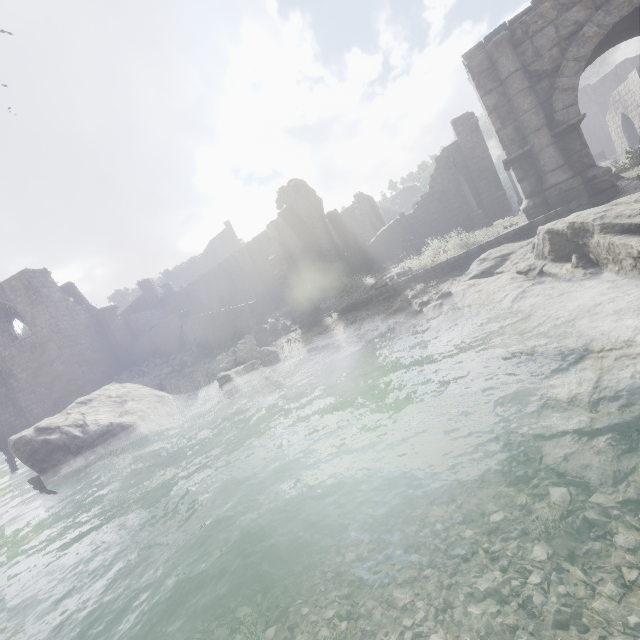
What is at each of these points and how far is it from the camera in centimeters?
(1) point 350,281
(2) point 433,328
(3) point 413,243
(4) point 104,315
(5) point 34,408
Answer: (1) rubble, 1752cm
(2) rubble, 888cm
(3) cart, 2009cm
(4) column, 2753cm
(5) building, 2475cm

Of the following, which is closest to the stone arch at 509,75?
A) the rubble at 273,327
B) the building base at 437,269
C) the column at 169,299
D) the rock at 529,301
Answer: the building base at 437,269

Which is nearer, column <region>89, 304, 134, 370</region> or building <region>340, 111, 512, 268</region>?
building <region>340, 111, 512, 268</region>

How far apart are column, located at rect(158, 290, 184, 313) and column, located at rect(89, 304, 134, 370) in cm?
470

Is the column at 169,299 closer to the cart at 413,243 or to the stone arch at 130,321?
the stone arch at 130,321

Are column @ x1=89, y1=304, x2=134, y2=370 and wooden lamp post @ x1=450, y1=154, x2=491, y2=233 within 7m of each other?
no

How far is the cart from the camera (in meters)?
15.41

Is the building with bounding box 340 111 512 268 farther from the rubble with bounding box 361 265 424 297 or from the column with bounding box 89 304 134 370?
the rubble with bounding box 361 265 424 297
